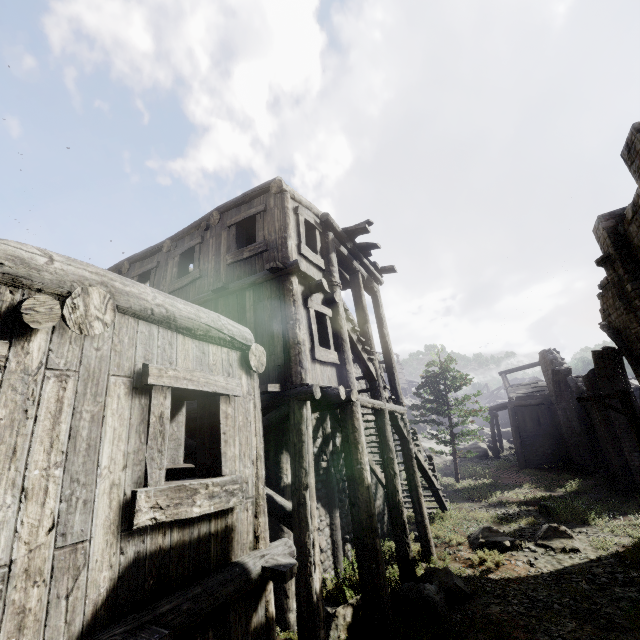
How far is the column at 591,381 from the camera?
17.4m

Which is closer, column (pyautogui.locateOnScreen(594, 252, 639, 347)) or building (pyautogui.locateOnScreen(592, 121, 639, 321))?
building (pyautogui.locateOnScreen(592, 121, 639, 321))

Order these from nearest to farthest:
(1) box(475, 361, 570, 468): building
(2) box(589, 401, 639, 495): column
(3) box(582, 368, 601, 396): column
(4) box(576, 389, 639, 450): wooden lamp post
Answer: (4) box(576, 389, 639, 450): wooden lamp post < (2) box(589, 401, 639, 495): column < (3) box(582, 368, 601, 396): column < (1) box(475, 361, 570, 468): building

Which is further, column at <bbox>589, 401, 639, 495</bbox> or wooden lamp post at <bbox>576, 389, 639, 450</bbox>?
column at <bbox>589, 401, 639, 495</bbox>

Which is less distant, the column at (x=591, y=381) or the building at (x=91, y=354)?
the building at (x=91, y=354)

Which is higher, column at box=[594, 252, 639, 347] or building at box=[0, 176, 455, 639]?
column at box=[594, 252, 639, 347]

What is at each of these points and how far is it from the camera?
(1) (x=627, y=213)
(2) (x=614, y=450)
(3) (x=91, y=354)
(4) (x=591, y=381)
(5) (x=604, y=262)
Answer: (1) building, 11.2m
(2) column, 16.5m
(3) building, 2.8m
(4) column, 17.7m
(5) column, 12.9m

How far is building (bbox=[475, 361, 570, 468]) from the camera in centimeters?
2428cm
